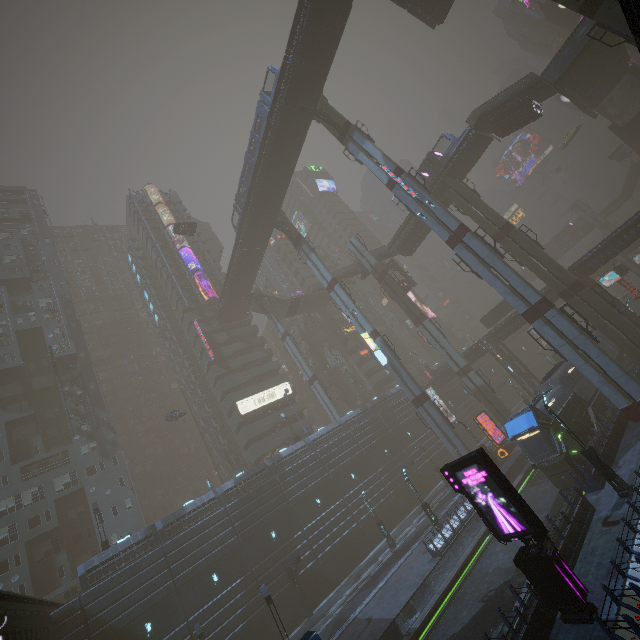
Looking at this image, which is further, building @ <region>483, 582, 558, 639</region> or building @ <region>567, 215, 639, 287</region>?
building @ <region>567, 215, 639, 287</region>

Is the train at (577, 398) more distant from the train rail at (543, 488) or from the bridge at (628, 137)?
the bridge at (628, 137)

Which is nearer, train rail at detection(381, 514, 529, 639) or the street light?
the street light

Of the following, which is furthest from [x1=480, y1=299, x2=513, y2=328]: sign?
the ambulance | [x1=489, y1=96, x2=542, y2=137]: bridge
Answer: the ambulance

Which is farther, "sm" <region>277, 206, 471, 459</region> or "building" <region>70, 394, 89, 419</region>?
"building" <region>70, 394, 89, 419</region>

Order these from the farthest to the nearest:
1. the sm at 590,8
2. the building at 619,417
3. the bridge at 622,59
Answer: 1. the bridge at 622,59
2. the building at 619,417
3. the sm at 590,8

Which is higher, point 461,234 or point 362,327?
point 362,327

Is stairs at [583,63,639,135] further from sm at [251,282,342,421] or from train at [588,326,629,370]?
sm at [251,282,342,421]
